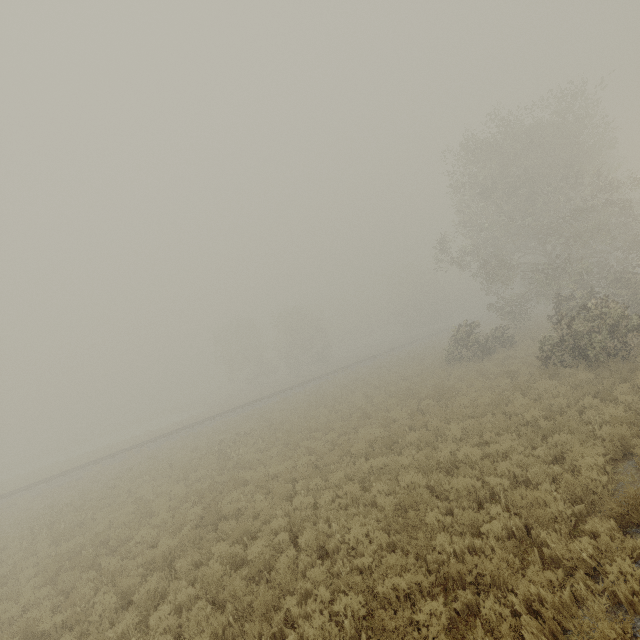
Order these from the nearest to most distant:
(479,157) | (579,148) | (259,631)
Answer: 1. (259,631)
2. (579,148)
3. (479,157)

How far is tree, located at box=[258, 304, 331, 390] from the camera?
53.1 meters

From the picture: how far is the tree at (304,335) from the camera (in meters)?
53.09

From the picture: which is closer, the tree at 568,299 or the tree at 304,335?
the tree at 568,299

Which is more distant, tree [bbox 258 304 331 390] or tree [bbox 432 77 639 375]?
tree [bbox 258 304 331 390]
